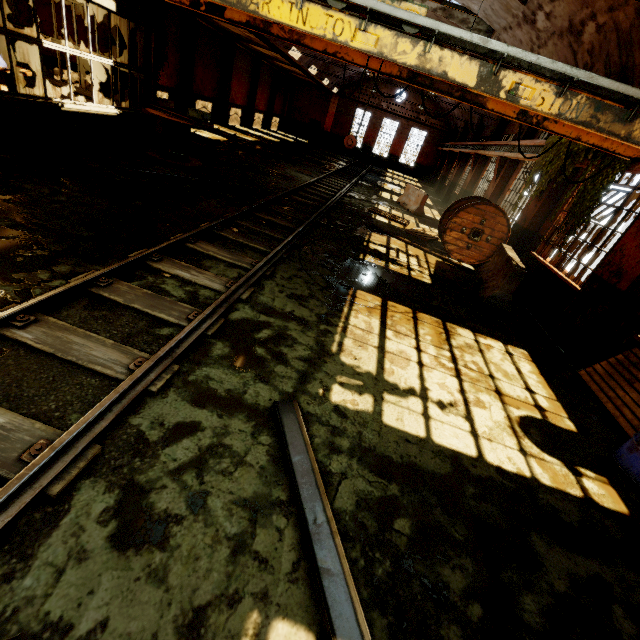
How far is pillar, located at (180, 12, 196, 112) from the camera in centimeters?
1734cm

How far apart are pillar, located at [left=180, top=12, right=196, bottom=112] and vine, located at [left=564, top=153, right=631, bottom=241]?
20.7 meters

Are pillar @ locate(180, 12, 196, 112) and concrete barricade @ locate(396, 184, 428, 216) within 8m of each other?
no

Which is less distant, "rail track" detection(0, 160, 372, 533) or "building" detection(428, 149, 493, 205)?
"rail track" detection(0, 160, 372, 533)

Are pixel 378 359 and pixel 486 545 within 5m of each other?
yes

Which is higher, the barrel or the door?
the door

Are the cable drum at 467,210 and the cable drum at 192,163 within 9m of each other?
yes

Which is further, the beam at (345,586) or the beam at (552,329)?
the beam at (552,329)
